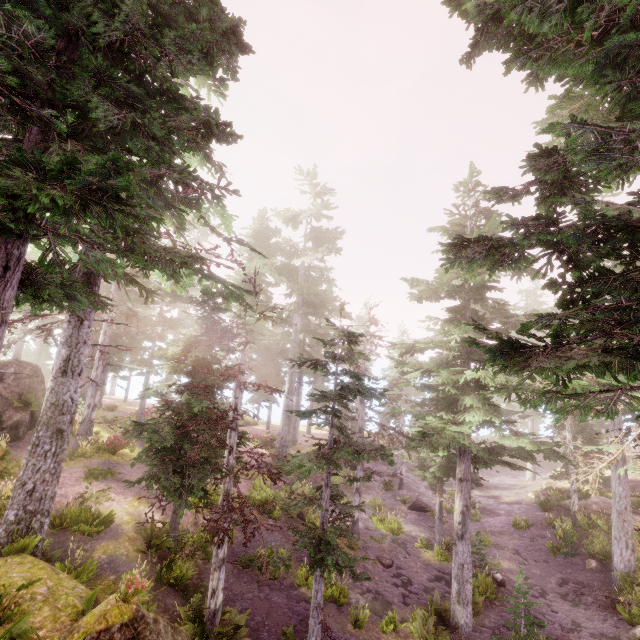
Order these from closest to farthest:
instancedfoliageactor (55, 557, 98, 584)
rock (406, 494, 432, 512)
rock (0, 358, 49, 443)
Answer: instancedfoliageactor (55, 557, 98, 584)
rock (0, 358, 49, 443)
rock (406, 494, 432, 512)

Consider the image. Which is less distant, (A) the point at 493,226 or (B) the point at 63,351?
(B) the point at 63,351

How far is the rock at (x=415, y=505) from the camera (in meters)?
24.70

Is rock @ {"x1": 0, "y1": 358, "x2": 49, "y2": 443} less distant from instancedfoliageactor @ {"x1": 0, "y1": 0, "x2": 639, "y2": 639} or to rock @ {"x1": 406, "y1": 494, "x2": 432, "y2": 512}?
instancedfoliageactor @ {"x1": 0, "y1": 0, "x2": 639, "y2": 639}

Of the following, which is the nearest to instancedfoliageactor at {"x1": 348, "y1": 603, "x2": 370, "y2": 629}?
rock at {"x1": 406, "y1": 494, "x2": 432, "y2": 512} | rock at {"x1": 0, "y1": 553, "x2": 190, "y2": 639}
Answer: rock at {"x1": 0, "y1": 553, "x2": 190, "y2": 639}

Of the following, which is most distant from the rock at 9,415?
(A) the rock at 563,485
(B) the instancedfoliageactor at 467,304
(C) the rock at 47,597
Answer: (A) the rock at 563,485
